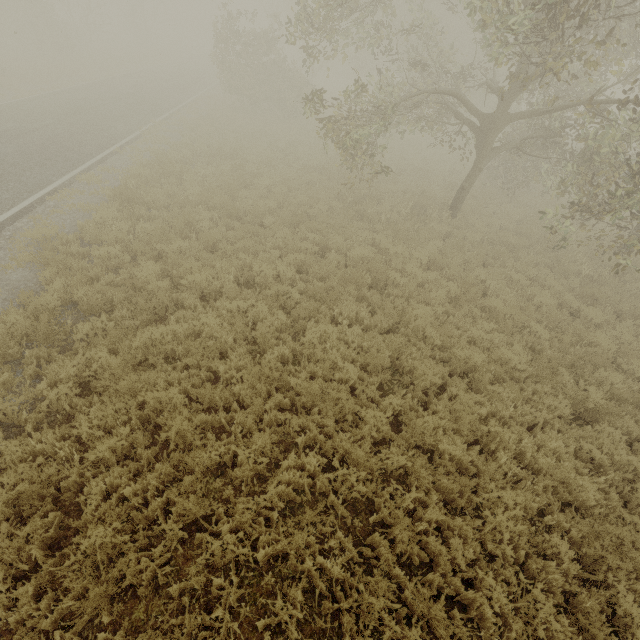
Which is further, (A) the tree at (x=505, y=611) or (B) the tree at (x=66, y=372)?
(B) the tree at (x=66, y=372)

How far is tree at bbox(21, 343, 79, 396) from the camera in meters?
5.3 m

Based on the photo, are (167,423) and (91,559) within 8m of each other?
yes

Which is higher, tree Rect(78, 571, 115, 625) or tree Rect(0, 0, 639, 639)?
tree Rect(0, 0, 639, 639)

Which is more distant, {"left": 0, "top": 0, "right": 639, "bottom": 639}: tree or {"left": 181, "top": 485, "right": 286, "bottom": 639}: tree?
{"left": 0, "top": 0, "right": 639, "bottom": 639}: tree

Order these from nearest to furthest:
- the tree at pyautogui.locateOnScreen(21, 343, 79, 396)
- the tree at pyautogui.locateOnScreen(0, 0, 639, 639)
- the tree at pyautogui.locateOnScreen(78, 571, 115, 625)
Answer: the tree at pyautogui.locateOnScreen(78, 571, 115, 625), the tree at pyautogui.locateOnScreen(0, 0, 639, 639), the tree at pyautogui.locateOnScreen(21, 343, 79, 396)

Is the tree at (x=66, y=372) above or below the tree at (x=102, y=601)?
above
